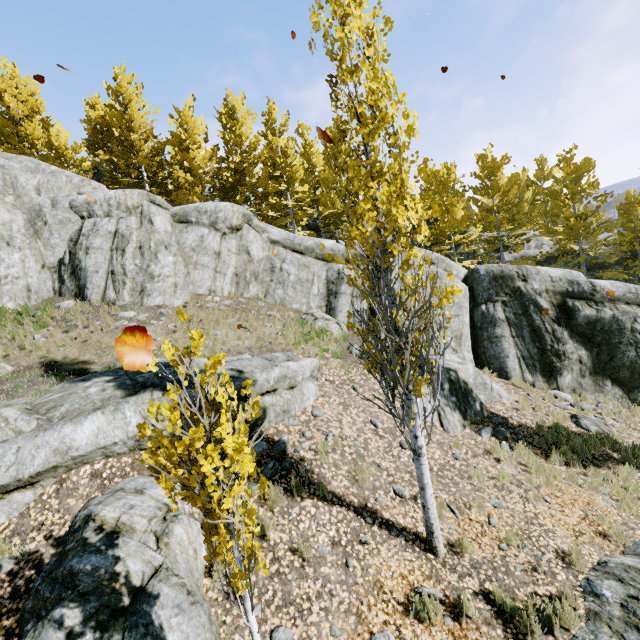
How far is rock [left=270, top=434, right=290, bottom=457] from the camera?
7.0m

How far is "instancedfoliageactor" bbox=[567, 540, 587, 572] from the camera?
5.60m

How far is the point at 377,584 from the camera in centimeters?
521cm

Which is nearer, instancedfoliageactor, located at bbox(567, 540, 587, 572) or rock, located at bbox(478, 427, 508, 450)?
instancedfoliageactor, located at bbox(567, 540, 587, 572)

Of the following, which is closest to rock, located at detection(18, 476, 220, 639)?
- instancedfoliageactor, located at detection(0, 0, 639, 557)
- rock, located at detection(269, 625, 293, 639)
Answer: instancedfoliageactor, located at detection(0, 0, 639, 557)

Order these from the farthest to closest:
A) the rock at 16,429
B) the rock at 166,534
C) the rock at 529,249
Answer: the rock at 529,249 < the rock at 16,429 < the rock at 166,534

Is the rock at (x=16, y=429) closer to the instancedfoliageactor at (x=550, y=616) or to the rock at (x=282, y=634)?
the instancedfoliageactor at (x=550, y=616)
